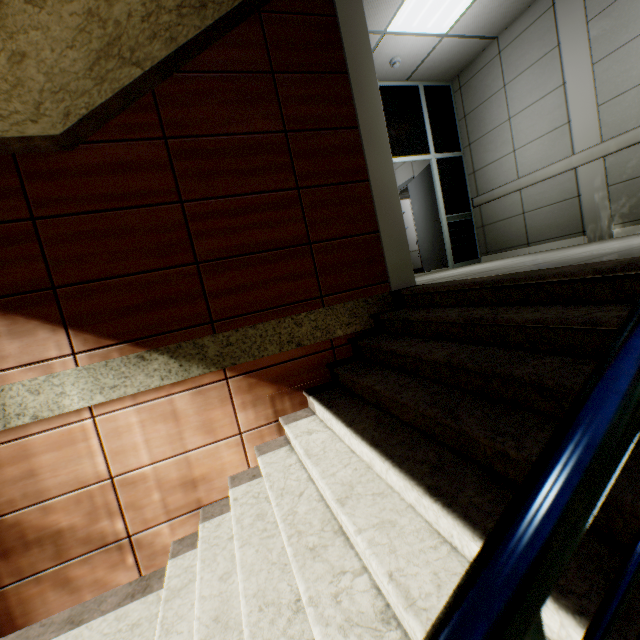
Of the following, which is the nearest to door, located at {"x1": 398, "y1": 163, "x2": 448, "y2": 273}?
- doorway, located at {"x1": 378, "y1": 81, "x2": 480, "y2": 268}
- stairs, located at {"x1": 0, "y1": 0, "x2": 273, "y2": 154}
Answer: doorway, located at {"x1": 378, "y1": 81, "x2": 480, "y2": 268}

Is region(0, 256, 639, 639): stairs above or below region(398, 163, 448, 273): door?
below

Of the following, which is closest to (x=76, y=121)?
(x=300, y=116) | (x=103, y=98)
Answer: (x=103, y=98)

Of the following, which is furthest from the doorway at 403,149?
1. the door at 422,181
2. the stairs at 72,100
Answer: the stairs at 72,100

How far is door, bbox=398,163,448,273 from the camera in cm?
630

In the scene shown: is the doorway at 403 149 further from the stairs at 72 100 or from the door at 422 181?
the stairs at 72 100

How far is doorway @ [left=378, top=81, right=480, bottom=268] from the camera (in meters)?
5.46
